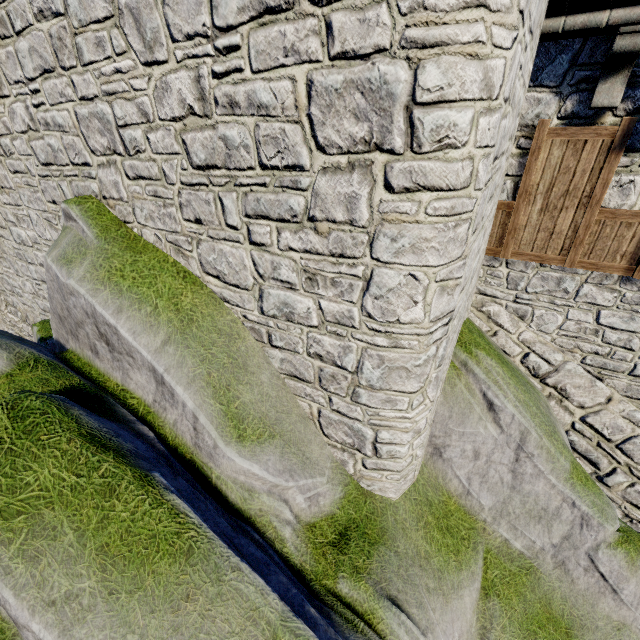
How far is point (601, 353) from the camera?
6.0m
